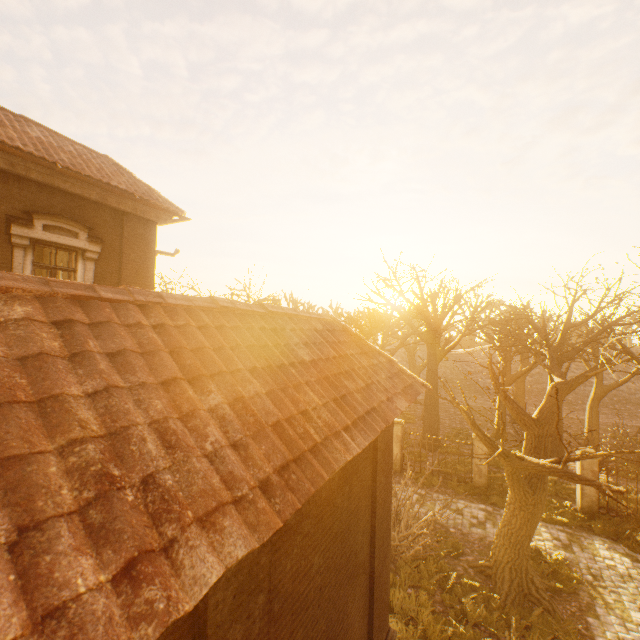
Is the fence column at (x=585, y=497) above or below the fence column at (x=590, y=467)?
below

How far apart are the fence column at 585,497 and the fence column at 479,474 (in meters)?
3.25

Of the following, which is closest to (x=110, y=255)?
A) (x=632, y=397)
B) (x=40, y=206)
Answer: (x=40, y=206)

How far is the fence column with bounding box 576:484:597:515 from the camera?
13.0 meters

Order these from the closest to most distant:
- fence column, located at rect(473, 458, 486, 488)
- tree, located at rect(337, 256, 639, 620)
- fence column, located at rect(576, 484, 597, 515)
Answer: tree, located at rect(337, 256, 639, 620)
fence column, located at rect(576, 484, 597, 515)
fence column, located at rect(473, 458, 486, 488)

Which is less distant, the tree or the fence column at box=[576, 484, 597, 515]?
the tree

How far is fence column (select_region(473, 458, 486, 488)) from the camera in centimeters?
1489cm

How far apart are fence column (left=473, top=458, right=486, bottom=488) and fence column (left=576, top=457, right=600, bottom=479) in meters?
3.2
